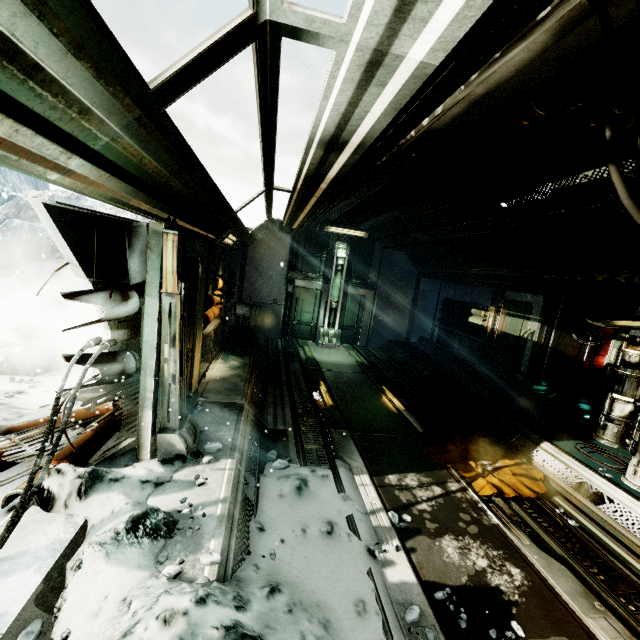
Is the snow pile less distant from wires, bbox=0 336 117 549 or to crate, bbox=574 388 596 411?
wires, bbox=0 336 117 549

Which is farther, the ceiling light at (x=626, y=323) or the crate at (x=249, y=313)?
the crate at (x=249, y=313)

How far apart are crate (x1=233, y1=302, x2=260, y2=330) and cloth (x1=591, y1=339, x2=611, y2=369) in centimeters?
993cm

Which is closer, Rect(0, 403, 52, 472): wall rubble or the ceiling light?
Rect(0, 403, 52, 472): wall rubble

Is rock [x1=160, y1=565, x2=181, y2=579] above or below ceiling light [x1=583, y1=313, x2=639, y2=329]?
below

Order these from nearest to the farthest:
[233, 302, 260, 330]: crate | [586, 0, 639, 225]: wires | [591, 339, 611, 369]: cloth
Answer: [586, 0, 639, 225]: wires, [591, 339, 611, 369]: cloth, [233, 302, 260, 330]: crate

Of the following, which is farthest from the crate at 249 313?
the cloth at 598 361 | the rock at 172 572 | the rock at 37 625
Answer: the cloth at 598 361

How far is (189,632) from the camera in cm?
194
